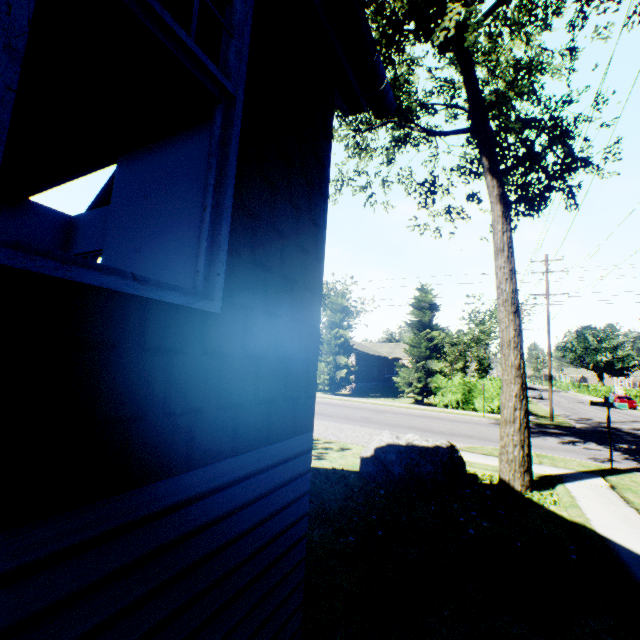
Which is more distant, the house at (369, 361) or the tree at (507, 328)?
the house at (369, 361)

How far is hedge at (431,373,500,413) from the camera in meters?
24.3

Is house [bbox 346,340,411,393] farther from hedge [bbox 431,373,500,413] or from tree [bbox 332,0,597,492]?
hedge [bbox 431,373,500,413]

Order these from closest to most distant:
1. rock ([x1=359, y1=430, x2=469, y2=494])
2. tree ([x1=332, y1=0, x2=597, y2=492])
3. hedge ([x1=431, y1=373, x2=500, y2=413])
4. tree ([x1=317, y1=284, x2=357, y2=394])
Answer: rock ([x1=359, y1=430, x2=469, y2=494]) → tree ([x1=332, y1=0, x2=597, y2=492]) → hedge ([x1=431, y1=373, x2=500, y2=413]) → tree ([x1=317, y1=284, x2=357, y2=394])

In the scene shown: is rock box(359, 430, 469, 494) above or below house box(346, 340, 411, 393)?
below

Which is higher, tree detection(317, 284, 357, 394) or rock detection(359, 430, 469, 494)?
tree detection(317, 284, 357, 394)

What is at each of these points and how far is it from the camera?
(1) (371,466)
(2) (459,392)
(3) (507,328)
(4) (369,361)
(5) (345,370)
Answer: (1) rock, 8.9m
(2) hedge, 25.5m
(3) tree, 9.3m
(4) house, 39.5m
(5) tree, 30.2m

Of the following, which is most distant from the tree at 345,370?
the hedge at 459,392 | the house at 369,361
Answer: the hedge at 459,392
